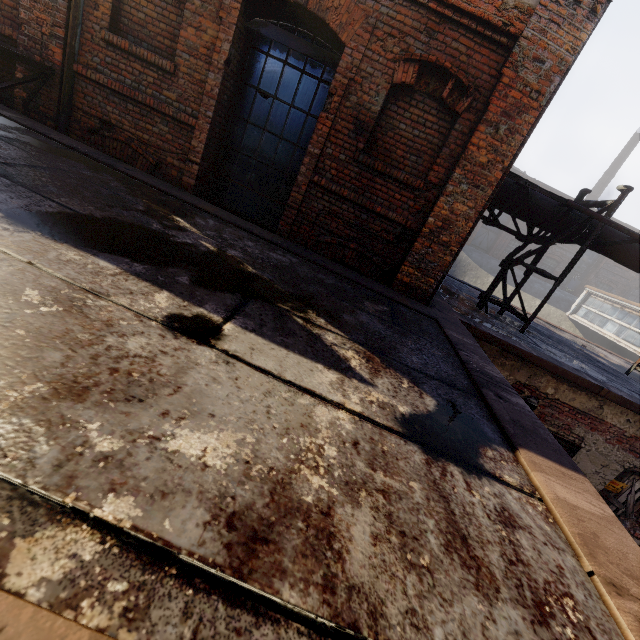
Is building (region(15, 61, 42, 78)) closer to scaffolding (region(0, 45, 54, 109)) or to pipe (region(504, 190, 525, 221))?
scaffolding (region(0, 45, 54, 109))

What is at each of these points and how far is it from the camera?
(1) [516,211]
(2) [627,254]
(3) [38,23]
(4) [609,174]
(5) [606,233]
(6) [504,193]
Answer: (1) pipe, 6.9 meters
(2) pipe, 6.8 meters
(3) building, 4.7 meters
(4) building, 30.1 meters
(5) pipe, 6.7 meters
(6) pipe, 6.7 meters

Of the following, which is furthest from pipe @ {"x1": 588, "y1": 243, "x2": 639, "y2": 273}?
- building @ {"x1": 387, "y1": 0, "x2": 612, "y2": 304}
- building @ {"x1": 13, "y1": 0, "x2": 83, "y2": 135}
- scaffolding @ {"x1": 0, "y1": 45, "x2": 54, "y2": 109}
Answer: building @ {"x1": 13, "y1": 0, "x2": 83, "y2": 135}

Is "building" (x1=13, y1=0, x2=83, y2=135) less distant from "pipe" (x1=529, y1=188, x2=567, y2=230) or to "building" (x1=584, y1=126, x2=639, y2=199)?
"pipe" (x1=529, y1=188, x2=567, y2=230)

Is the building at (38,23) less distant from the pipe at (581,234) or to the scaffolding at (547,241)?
the scaffolding at (547,241)

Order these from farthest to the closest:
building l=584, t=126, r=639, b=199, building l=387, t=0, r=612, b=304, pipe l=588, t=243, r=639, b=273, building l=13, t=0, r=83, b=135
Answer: building l=584, t=126, r=639, b=199 < pipe l=588, t=243, r=639, b=273 < building l=13, t=0, r=83, b=135 < building l=387, t=0, r=612, b=304

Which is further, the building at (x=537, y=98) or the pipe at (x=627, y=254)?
the pipe at (x=627, y=254)

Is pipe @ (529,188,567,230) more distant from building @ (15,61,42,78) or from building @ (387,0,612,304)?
building @ (15,61,42,78)
